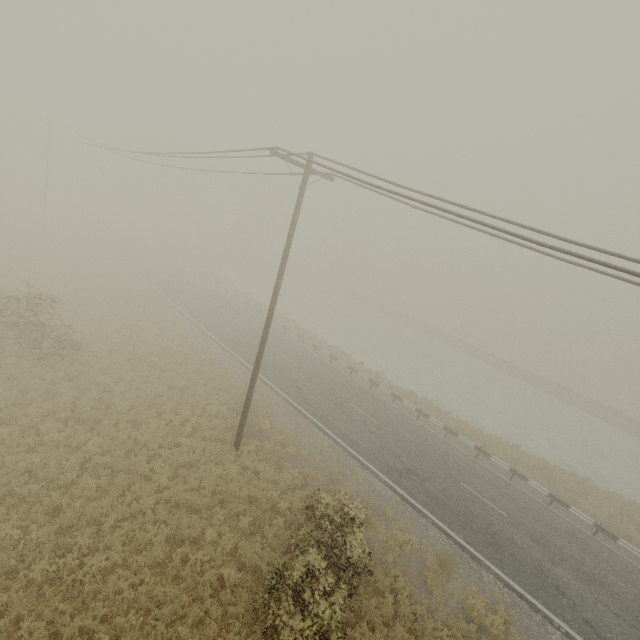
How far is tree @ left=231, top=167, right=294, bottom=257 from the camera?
55.9 meters

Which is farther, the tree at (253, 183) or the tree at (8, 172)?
the tree at (253, 183)

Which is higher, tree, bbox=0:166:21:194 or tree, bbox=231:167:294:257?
tree, bbox=231:167:294:257

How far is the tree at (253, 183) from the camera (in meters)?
55.94

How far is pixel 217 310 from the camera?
29.5 meters

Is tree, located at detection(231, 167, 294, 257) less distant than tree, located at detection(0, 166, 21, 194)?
No
